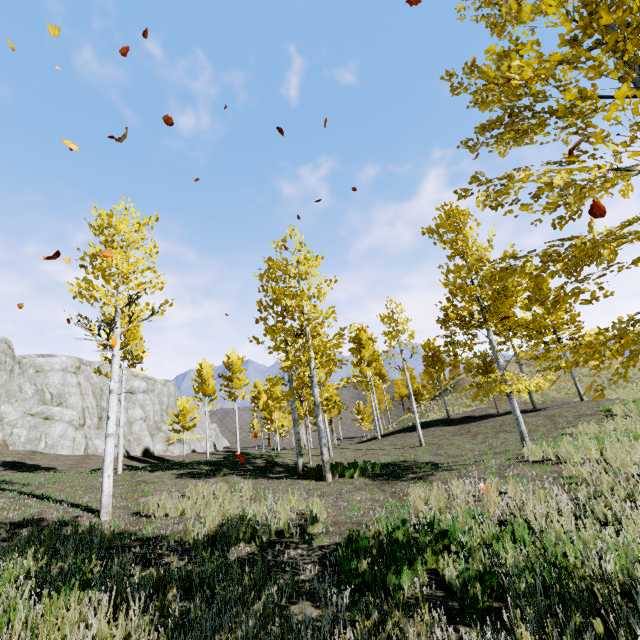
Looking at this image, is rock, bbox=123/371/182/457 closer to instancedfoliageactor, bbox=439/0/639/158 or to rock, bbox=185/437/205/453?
rock, bbox=185/437/205/453

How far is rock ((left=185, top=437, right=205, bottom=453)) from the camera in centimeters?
4275cm

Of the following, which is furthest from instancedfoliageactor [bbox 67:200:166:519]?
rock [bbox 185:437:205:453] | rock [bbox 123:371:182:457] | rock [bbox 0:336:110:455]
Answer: rock [bbox 185:437:205:453]

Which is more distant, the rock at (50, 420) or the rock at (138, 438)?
the rock at (138, 438)

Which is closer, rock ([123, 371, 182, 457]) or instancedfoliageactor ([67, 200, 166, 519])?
instancedfoliageactor ([67, 200, 166, 519])

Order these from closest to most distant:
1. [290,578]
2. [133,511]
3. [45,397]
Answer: [290,578] → [133,511] → [45,397]

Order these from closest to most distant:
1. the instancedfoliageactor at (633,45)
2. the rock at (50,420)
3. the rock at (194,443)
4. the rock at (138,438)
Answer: the instancedfoliageactor at (633,45) → the rock at (50,420) → the rock at (138,438) → the rock at (194,443)

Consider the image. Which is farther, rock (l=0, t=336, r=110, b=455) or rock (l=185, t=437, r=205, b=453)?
rock (l=185, t=437, r=205, b=453)
